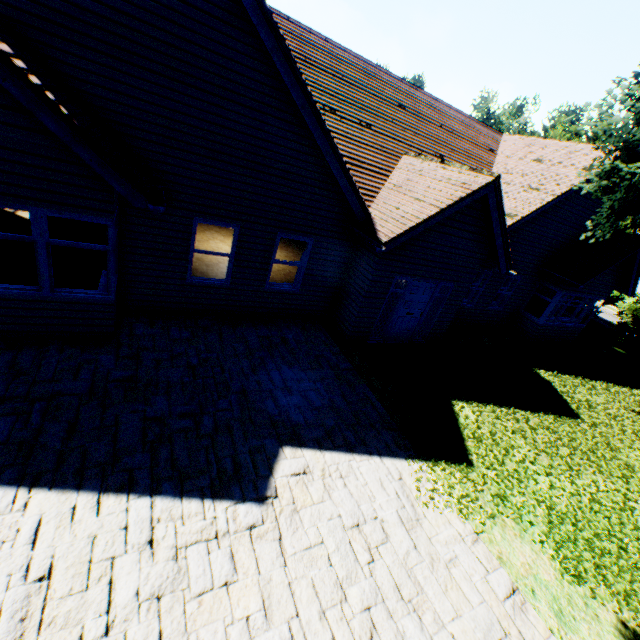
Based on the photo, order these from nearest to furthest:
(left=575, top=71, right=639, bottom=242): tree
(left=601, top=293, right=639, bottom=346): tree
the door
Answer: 1. (left=575, top=71, right=639, bottom=242): tree
2. the door
3. (left=601, top=293, right=639, bottom=346): tree

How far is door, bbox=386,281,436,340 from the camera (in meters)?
9.75

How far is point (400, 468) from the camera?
→ 6.0m

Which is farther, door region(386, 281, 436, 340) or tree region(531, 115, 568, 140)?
tree region(531, 115, 568, 140)

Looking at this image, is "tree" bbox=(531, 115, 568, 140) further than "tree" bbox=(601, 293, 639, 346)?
Yes

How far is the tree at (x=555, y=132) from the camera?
19.5m

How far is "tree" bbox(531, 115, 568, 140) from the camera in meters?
19.5

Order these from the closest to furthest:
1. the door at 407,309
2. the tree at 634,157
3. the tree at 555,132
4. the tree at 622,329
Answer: the tree at 634,157 < the door at 407,309 < the tree at 622,329 < the tree at 555,132
